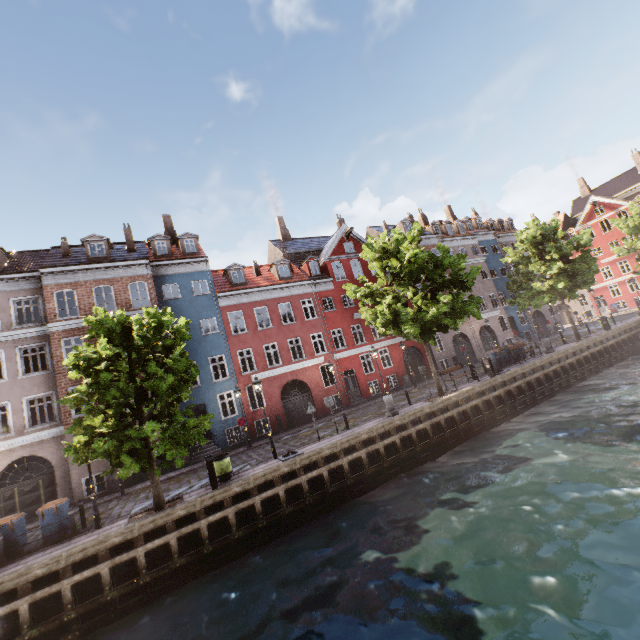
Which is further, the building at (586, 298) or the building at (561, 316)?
the building at (586, 298)

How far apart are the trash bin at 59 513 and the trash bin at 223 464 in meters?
5.4 m

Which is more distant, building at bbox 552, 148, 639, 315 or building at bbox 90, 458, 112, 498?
building at bbox 552, 148, 639, 315

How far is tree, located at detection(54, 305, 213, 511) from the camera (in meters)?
10.94

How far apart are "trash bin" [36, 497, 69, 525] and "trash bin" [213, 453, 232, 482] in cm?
543

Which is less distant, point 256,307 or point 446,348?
point 256,307

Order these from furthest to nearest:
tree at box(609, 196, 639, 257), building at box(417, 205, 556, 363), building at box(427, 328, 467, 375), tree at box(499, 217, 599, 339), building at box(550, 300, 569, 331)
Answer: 1. building at box(550, 300, 569, 331)
2. building at box(417, 205, 556, 363)
3. tree at box(609, 196, 639, 257)
4. building at box(427, 328, 467, 375)
5. tree at box(499, 217, 599, 339)

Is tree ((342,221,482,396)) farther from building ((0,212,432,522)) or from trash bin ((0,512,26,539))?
building ((0,212,432,522))
